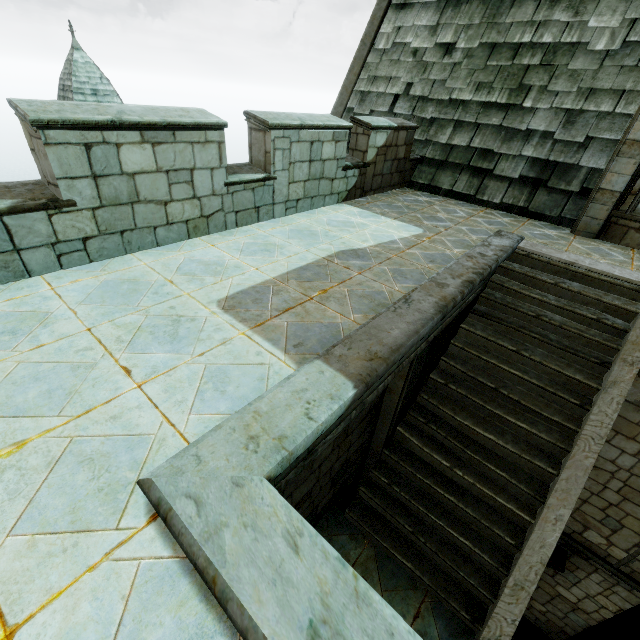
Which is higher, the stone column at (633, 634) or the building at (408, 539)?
the building at (408, 539)

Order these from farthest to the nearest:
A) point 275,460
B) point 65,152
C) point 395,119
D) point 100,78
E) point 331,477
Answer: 1. point 100,78
2. point 395,119
3. point 331,477
4. point 65,152
5. point 275,460

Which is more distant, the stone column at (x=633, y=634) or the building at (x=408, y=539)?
the stone column at (x=633, y=634)

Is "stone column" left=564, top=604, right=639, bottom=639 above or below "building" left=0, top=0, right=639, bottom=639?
below

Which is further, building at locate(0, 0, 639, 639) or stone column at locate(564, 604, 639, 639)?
stone column at locate(564, 604, 639, 639)
